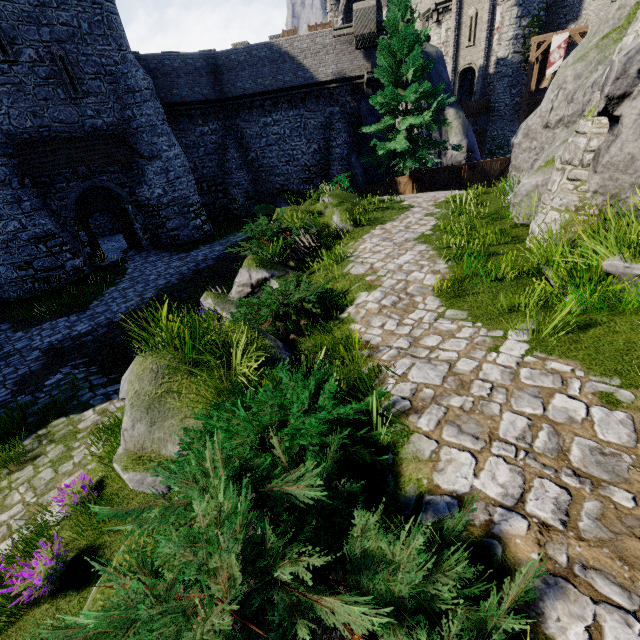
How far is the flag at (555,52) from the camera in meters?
25.9 m

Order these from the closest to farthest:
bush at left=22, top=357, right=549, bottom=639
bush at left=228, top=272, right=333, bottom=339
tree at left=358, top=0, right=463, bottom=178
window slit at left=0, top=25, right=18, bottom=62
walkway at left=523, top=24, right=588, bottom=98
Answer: bush at left=22, top=357, right=549, bottom=639 → bush at left=228, top=272, right=333, bottom=339 → window slit at left=0, top=25, right=18, bottom=62 → tree at left=358, top=0, right=463, bottom=178 → walkway at left=523, top=24, right=588, bottom=98

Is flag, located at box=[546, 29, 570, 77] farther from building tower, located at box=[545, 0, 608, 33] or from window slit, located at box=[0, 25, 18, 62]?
window slit, located at box=[0, 25, 18, 62]

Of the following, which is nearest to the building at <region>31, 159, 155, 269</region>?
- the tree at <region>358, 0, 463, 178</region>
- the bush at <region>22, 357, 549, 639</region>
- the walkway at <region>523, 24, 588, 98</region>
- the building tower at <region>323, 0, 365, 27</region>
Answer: the building tower at <region>323, 0, 365, 27</region>

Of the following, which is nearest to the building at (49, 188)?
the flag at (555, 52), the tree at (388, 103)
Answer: the tree at (388, 103)

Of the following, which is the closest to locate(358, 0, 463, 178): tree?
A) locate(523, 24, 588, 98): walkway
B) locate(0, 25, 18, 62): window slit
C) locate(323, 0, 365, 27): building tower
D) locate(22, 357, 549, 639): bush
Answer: locate(323, 0, 365, 27): building tower

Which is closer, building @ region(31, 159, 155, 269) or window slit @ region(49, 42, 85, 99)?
window slit @ region(49, 42, 85, 99)

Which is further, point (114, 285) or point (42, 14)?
point (114, 285)
